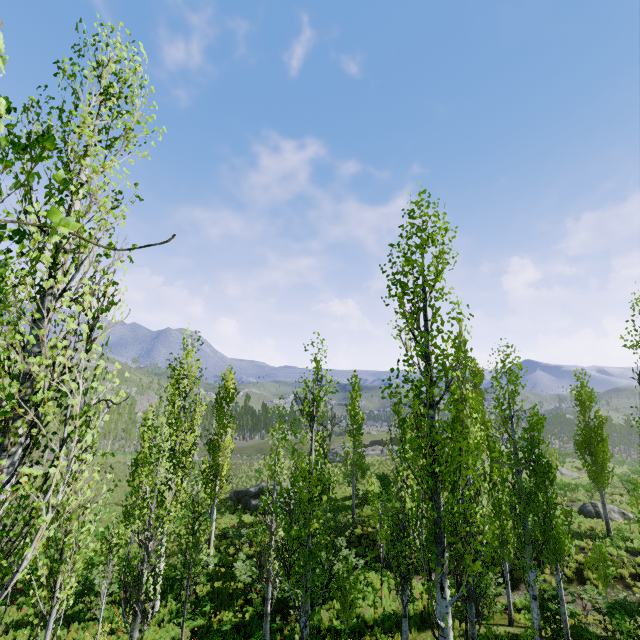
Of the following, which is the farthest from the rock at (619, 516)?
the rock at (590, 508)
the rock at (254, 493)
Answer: the rock at (590, 508)

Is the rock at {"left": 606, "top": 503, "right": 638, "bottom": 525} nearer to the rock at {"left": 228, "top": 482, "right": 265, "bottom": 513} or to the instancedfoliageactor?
the instancedfoliageactor

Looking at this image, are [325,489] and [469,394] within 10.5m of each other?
yes

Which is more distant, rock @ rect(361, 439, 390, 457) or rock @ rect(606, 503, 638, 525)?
rock @ rect(361, 439, 390, 457)

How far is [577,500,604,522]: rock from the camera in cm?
2273

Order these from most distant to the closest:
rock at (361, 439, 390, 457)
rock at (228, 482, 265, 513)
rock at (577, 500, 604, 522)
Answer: rock at (361, 439, 390, 457), rock at (228, 482, 265, 513), rock at (577, 500, 604, 522)

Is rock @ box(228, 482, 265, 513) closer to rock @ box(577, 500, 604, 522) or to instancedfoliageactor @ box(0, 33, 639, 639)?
instancedfoliageactor @ box(0, 33, 639, 639)

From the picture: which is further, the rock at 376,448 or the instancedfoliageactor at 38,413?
the rock at 376,448
